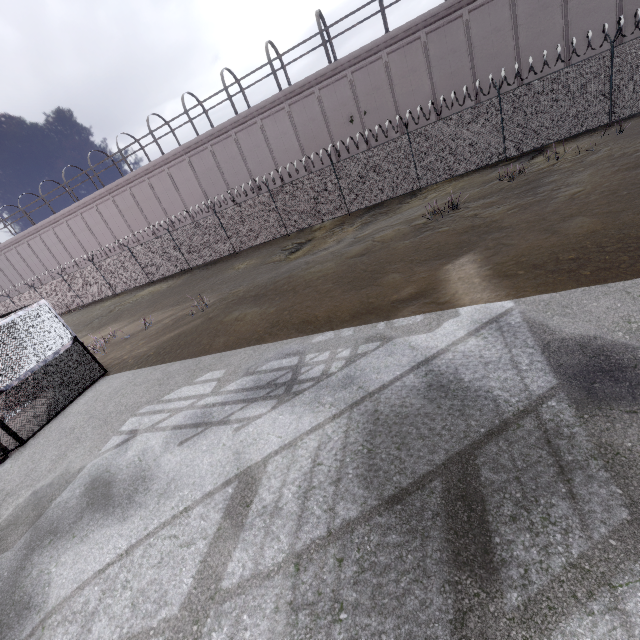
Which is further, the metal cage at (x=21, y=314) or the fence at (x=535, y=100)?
the fence at (x=535, y=100)

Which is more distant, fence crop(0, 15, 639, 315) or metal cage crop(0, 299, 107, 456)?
fence crop(0, 15, 639, 315)

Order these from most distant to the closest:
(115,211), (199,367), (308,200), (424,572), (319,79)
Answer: (115,211) → (319,79) → (308,200) → (199,367) → (424,572)
